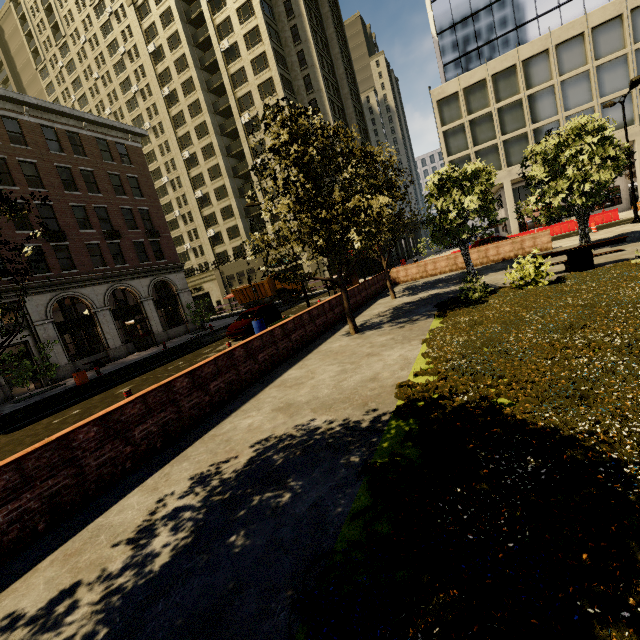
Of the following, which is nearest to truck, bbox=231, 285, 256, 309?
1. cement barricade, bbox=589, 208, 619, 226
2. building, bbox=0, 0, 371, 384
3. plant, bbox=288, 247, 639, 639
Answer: building, bbox=0, 0, 371, 384

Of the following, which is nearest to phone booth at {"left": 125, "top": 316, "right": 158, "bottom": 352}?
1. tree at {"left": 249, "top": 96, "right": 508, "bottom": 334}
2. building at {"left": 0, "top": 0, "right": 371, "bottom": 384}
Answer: building at {"left": 0, "top": 0, "right": 371, "bottom": 384}

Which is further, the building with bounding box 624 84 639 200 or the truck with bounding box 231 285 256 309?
the truck with bounding box 231 285 256 309

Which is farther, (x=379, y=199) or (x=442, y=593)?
(x=379, y=199)

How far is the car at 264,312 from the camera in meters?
18.1

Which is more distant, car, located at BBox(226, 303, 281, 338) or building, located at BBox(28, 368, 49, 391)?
building, located at BBox(28, 368, 49, 391)

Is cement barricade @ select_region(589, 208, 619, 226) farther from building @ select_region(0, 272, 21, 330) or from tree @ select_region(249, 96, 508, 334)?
tree @ select_region(249, 96, 508, 334)

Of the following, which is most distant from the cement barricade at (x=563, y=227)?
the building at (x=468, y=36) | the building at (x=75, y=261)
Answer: the building at (x=75, y=261)
